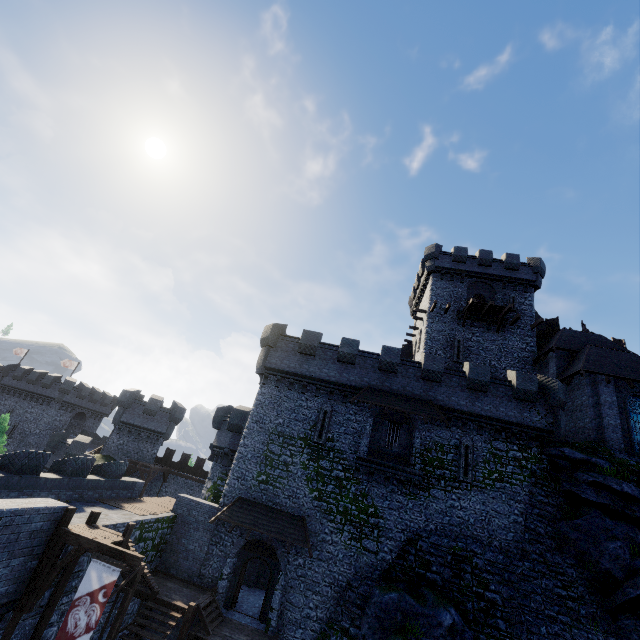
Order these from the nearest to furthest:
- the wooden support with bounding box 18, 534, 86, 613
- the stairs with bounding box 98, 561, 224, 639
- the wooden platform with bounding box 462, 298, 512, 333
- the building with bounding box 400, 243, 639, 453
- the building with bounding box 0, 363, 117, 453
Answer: the wooden support with bounding box 18, 534, 86, 613, the stairs with bounding box 98, 561, 224, 639, the building with bounding box 400, 243, 639, 453, the wooden platform with bounding box 462, 298, 512, 333, the building with bounding box 0, 363, 117, 453

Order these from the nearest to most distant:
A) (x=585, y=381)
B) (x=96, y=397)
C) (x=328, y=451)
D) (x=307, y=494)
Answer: (x=307, y=494)
(x=328, y=451)
(x=585, y=381)
(x=96, y=397)

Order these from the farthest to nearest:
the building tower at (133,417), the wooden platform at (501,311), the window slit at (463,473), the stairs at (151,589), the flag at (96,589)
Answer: the building tower at (133,417), the wooden platform at (501,311), the window slit at (463,473), the stairs at (151,589), the flag at (96,589)

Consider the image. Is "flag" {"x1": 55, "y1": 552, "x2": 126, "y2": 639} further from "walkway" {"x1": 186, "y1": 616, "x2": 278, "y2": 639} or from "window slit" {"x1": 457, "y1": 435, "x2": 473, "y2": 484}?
"window slit" {"x1": 457, "y1": 435, "x2": 473, "y2": 484}

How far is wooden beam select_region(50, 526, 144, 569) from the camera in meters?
10.4

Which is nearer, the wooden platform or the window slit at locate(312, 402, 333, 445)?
the window slit at locate(312, 402, 333, 445)

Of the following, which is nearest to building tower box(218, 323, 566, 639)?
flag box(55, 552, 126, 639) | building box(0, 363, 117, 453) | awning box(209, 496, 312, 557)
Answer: awning box(209, 496, 312, 557)

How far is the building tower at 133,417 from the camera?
33.9m
